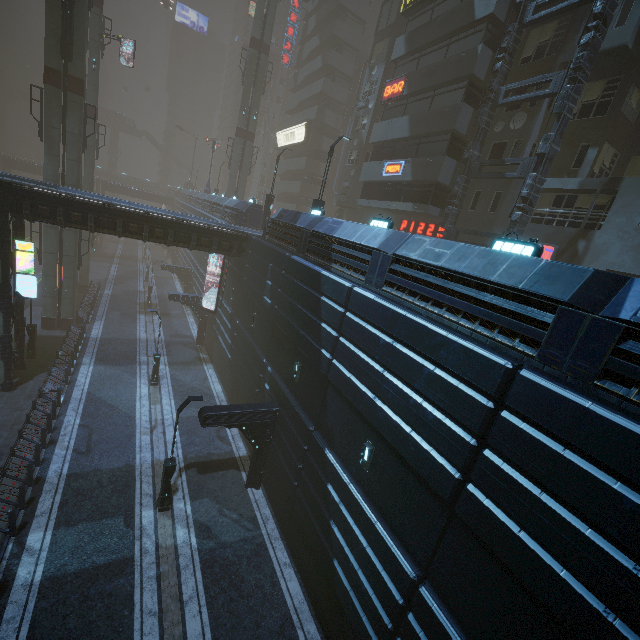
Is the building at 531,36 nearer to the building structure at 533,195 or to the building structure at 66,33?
the building structure at 533,195

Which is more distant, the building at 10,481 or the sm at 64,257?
the sm at 64,257

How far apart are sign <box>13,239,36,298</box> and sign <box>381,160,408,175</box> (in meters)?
22.69

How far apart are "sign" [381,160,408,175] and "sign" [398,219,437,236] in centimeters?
370cm

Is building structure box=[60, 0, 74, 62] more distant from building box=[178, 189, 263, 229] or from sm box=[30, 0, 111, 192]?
building box=[178, 189, 263, 229]

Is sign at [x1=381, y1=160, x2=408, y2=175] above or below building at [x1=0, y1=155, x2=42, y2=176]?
above

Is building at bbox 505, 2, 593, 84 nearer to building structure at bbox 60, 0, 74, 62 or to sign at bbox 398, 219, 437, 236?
sign at bbox 398, 219, 437, 236

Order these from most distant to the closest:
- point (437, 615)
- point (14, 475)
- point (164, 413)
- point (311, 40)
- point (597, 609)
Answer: point (311, 40)
point (164, 413)
point (14, 475)
point (437, 615)
point (597, 609)
